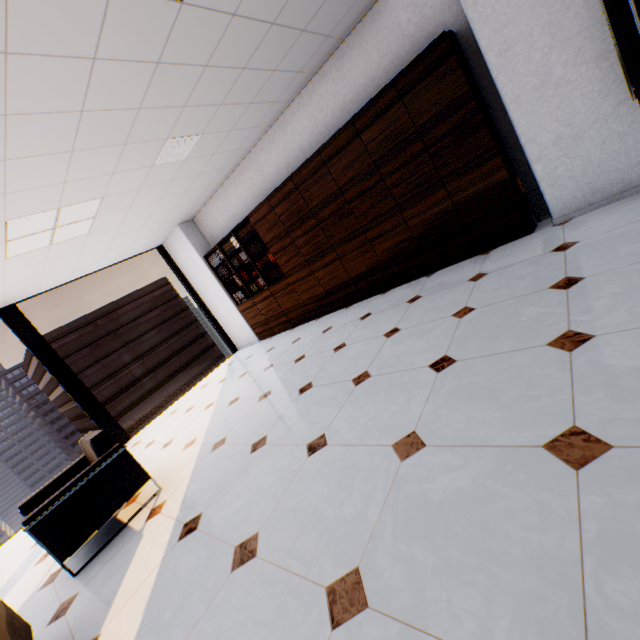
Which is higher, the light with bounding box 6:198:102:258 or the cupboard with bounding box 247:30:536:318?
the light with bounding box 6:198:102:258

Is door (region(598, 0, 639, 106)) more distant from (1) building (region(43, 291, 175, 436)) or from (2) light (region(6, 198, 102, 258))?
(1) building (region(43, 291, 175, 436))

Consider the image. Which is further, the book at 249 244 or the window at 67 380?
the book at 249 244

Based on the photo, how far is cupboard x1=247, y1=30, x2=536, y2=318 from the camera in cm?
334

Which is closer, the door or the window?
the door

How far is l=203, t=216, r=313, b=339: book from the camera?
5.9m

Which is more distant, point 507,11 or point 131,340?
point 131,340

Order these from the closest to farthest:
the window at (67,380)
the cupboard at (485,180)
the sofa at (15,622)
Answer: the sofa at (15,622)
the cupboard at (485,180)
the window at (67,380)
